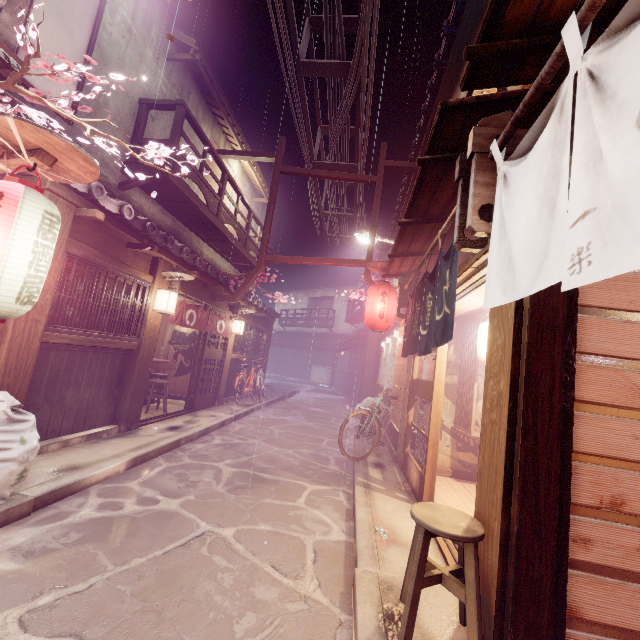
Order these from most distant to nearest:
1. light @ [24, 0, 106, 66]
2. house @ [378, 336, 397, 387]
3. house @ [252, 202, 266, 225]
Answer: house @ [252, 202, 266, 225] → house @ [378, 336, 397, 387] → light @ [24, 0, 106, 66]

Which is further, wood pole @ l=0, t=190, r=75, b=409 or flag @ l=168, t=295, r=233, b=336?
flag @ l=168, t=295, r=233, b=336

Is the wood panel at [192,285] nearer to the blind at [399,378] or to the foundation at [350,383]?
the blind at [399,378]

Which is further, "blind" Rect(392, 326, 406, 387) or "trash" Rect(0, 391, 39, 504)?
"blind" Rect(392, 326, 406, 387)

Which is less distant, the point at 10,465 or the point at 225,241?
the point at 10,465

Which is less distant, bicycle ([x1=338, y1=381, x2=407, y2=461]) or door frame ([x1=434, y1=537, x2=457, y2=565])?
door frame ([x1=434, y1=537, x2=457, y2=565])

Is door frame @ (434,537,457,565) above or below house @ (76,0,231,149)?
below

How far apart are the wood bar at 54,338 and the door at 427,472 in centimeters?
915cm
